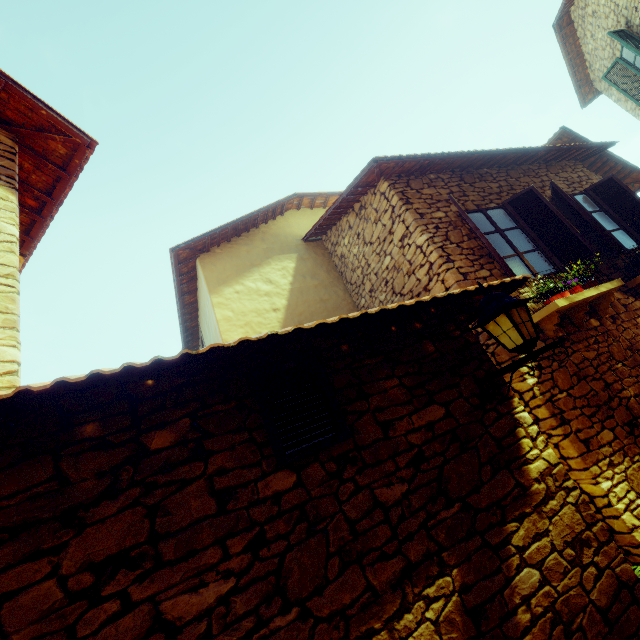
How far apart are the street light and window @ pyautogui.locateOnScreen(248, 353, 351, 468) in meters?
1.3 m

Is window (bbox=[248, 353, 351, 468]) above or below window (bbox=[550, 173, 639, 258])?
below

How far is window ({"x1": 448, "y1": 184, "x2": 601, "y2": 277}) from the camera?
5.0 meters

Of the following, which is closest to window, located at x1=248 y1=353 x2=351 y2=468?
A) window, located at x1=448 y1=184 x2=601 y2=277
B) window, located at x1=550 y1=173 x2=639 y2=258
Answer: window, located at x1=448 y1=184 x2=601 y2=277

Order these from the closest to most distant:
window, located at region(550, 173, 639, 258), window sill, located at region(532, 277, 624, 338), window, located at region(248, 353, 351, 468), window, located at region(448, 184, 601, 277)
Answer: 1. window, located at region(248, 353, 351, 468)
2. window sill, located at region(532, 277, 624, 338)
3. window, located at region(448, 184, 601, 277)
4. window, located at region(550, 173, 639, 258)

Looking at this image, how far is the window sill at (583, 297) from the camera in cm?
420

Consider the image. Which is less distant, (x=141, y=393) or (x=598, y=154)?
(x=141, y=393)

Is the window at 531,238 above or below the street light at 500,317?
above
